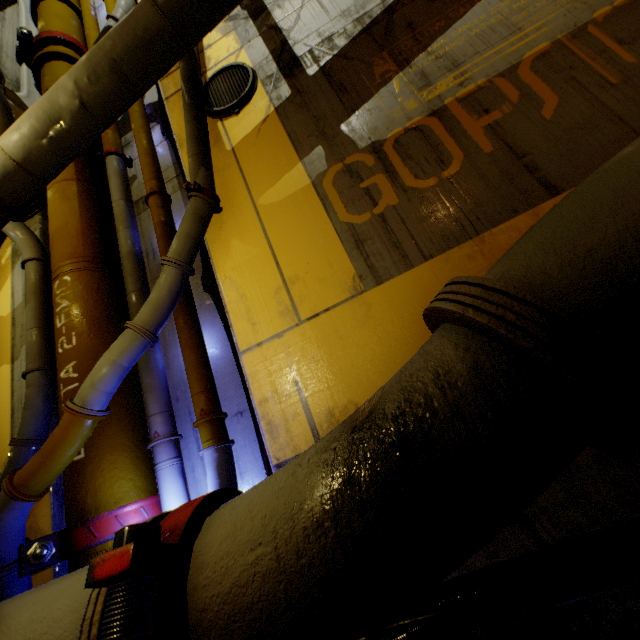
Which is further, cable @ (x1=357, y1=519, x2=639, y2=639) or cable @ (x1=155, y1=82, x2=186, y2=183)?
cable @ (x1=155, y1=82, x2=186, y2=183)

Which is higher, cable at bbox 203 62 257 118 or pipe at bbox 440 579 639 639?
cable at bbox 203 62 257 118

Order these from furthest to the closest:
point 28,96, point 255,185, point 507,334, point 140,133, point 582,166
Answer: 1. point 28,96
2. point 140,133
3. point 255,185
4. point 582,166
5. point 507,334

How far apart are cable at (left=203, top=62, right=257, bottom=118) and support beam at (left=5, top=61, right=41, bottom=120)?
3.23m

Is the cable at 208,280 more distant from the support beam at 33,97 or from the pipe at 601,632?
the support beam at 33,97

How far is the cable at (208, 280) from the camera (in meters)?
3.08

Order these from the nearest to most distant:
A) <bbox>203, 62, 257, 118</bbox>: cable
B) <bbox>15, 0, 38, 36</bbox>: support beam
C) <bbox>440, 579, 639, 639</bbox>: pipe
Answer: <bbox>440, 579, 639, 639</bbox>: pipe → <bbox>203, 62, 257, 118</bbox>: cable → <bbox>15, 0, 38, 36</bbox>: support beam

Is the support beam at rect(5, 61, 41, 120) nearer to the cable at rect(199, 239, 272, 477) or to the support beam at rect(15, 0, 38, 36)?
the support beam at rect(15, 0, 38, 36)
